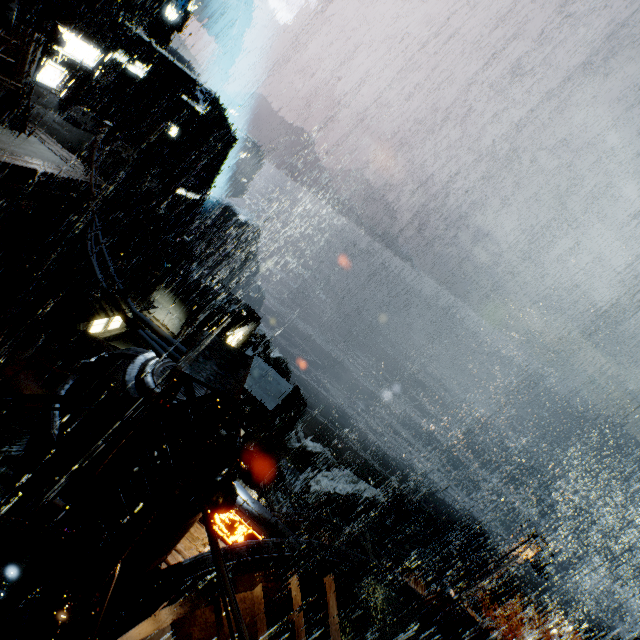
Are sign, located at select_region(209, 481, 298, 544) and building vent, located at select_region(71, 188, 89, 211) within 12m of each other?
no

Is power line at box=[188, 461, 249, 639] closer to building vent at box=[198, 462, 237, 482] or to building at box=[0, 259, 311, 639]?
building at box=[0, 259, 311, 639]

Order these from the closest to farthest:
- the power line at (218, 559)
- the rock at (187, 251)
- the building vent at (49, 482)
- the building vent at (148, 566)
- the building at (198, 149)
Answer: the power line at (218, 559) < the building vent at (49, 482) < the building vent at (148, 566) < the building at (198, 149) < the rock at (187, 251)

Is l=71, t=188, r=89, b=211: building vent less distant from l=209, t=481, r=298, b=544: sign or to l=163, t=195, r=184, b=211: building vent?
l=163, t=195, r=184, b=211: building vent

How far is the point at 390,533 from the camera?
27.08m

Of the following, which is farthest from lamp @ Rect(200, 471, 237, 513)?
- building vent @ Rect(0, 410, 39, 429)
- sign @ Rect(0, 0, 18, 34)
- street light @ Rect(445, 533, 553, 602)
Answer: street light @ Rect(445, 533, 553, 602)

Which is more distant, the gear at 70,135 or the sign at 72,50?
the gear at 70,135

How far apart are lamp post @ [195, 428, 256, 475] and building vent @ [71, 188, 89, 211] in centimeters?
2930cm
